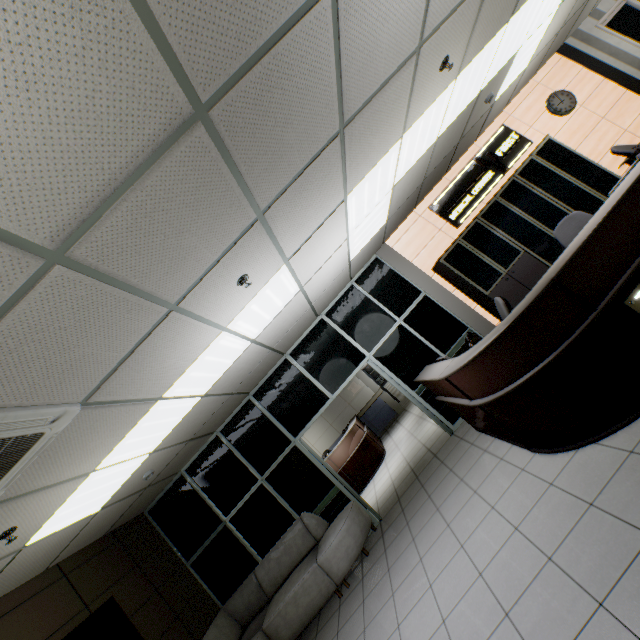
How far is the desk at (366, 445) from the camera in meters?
8.3 m

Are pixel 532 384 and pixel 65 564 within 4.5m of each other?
no

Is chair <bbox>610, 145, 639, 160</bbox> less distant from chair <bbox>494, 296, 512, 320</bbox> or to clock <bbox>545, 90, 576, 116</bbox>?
clock <bbox>545, 90, 576, 116</bbox>

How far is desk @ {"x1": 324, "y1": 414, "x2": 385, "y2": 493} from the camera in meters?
8.3 m

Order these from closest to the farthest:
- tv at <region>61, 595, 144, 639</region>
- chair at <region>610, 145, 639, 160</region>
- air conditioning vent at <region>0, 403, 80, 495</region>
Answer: air conditioning vent at <region>0, 403, 80, 495</region>, tv at <region>61, 595, 144, 639</region>, chair at <region>610, 145, 639, 160</region>

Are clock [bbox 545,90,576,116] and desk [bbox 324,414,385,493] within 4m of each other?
no

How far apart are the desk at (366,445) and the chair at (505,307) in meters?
5.1 m

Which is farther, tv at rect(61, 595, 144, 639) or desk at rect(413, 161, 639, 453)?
tv at rect(61, 595, 144, 639)
